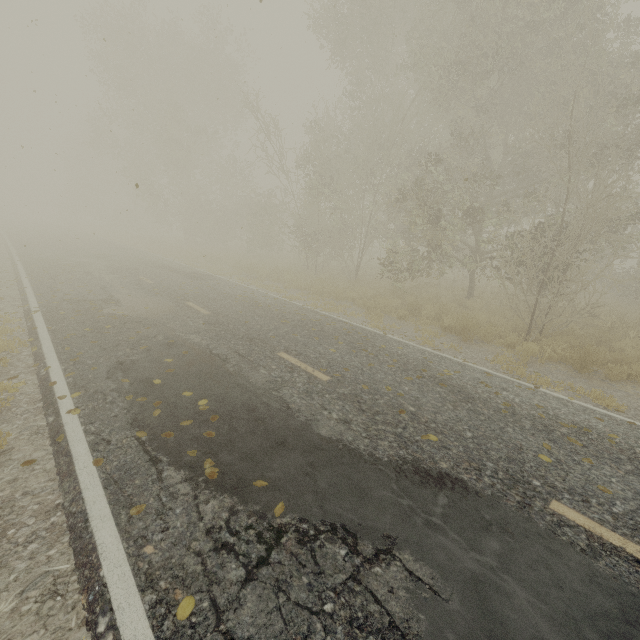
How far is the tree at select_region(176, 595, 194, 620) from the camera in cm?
230

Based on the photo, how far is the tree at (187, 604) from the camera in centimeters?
230cm

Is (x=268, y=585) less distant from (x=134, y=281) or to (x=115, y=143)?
(x=134, y=281)
